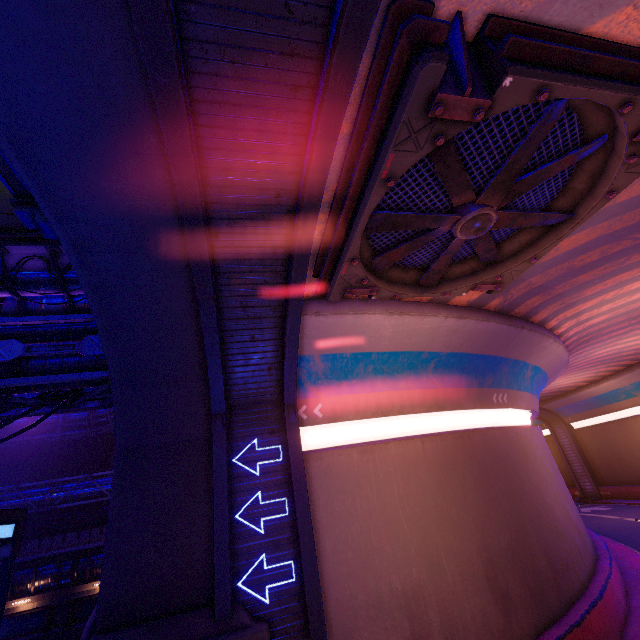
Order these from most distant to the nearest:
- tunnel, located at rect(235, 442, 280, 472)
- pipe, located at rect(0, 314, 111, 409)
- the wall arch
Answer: pipe, located at rect(0, 314, 111, 409) < tunnel, located at rect(235, 442, 280, 472) < the wall arch

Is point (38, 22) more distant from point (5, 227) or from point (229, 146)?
point (5, 227)

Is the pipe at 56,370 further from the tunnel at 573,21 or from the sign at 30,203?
the sign at 30,203

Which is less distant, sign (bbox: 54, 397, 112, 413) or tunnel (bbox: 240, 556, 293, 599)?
tunnel (bbox: 240, 556, 293, 599)

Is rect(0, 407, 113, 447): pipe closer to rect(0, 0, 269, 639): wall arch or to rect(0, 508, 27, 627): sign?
rect(0, 0, 269, 639): wall arch

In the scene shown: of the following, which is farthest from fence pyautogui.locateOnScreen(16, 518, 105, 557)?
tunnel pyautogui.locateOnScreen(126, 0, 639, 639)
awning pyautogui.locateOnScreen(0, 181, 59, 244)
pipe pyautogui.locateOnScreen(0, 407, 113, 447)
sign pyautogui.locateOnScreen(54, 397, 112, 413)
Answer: awning pyautogui.locateOnScreen(0, 181, 59, 244)

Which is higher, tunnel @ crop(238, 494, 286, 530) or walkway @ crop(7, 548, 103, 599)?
tunnel @ crop(238, 494, 286, 530)

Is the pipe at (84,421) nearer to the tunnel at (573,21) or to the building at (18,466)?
the building at (18,466)
